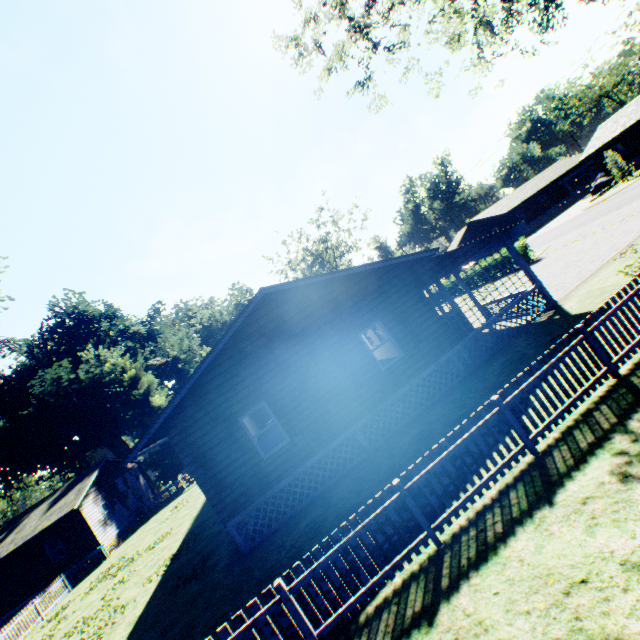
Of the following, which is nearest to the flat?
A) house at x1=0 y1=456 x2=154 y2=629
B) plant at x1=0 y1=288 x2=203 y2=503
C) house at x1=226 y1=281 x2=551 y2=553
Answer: house at x1=226 y1=281 x2=551 y2=553

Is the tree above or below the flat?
below

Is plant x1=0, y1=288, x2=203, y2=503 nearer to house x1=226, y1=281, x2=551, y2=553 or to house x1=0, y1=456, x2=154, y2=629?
house x1=0, y1=456, x2=154, y2=629

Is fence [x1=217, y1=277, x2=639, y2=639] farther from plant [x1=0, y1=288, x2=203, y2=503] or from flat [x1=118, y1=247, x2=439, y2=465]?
flat [x1=118, y1=247, x2=439, y2=465]

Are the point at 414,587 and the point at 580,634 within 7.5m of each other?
yes

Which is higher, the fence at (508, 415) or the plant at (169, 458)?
the plant at (169, 458)

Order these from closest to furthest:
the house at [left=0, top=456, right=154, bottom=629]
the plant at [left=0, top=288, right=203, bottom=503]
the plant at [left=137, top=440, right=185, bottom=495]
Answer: the house at [left=0, top=456, right=154, bottom=629] → the plant at [left=137, top=440, right=185, bottom=495] → the plant at [left=0, top=288, right=203, bottom=503]

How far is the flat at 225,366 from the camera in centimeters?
1028cm
